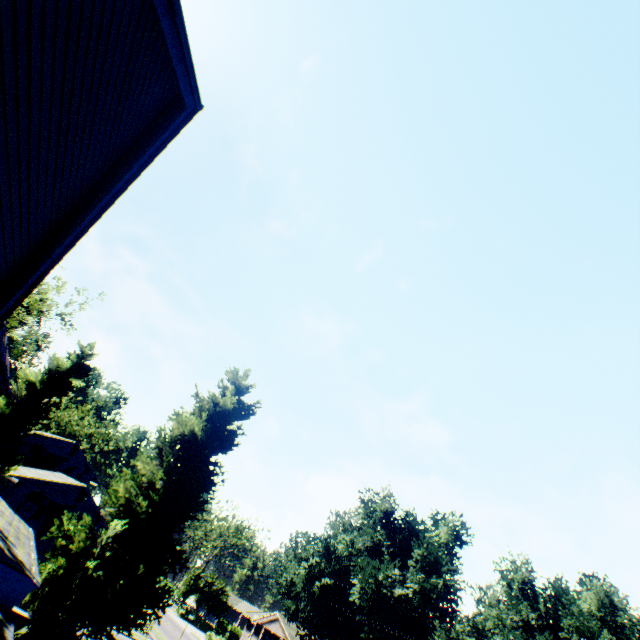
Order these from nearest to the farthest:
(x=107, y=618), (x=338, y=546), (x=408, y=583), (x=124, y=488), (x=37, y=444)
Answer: (x=107, y=618)
(x=124, y=488)
(x=408, y=583)
(x=37, y=444)
(x=338, y=546)

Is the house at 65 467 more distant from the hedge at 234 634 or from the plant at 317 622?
the hedge at 234 634

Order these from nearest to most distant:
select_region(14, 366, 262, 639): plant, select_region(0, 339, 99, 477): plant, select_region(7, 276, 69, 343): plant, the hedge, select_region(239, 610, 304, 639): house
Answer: select_region(14, 366, 262, 639): plant, select_region(7, 276, 69, 343): plant, select_region(0, 339, 99, 477): plant, the hedge, select_region(239, 610, 304, 639): house

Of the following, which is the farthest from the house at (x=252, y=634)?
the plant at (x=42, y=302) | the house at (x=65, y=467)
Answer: the house at (x=65, y=467)

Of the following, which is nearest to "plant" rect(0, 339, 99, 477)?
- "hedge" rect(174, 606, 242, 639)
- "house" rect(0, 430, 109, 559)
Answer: "house" rect(0, 430, 109, 559)

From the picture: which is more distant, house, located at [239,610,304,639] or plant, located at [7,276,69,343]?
house, located at [239,610,304,639]

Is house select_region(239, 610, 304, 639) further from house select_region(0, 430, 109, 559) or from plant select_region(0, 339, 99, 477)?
house select_region(0, 430, 109, 559)

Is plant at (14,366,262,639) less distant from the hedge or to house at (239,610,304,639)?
house at (239,610,304,639)
